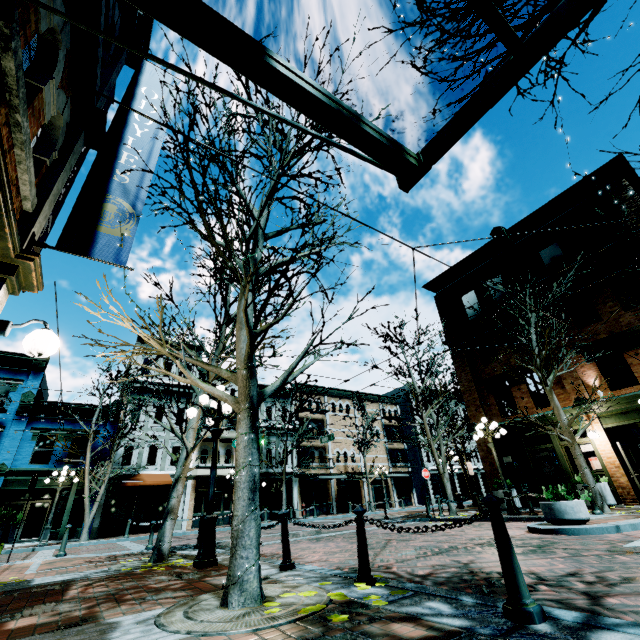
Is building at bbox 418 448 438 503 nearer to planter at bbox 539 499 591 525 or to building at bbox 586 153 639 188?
building at bbox 586 153 639 188

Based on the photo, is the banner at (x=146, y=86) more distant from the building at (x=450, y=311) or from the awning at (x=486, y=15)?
the awning at (x=486, y=15)

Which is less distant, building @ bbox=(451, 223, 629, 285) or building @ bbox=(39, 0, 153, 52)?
building @ bbox=(39, 0, 153, 52)

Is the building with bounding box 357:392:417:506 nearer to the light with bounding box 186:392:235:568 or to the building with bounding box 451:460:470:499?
the building with bounding box 451:460:470:499

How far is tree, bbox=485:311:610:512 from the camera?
11.1m

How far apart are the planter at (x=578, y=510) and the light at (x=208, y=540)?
8.2 meters

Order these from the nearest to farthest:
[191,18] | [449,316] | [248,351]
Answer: [191,18], [248,351], [449,316]

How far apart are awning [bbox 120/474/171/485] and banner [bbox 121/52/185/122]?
22.01m
